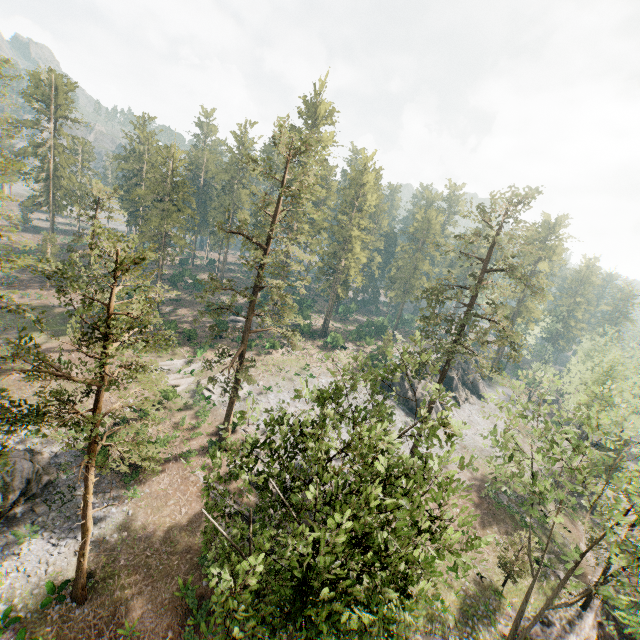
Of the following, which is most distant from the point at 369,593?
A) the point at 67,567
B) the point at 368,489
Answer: the point at 67,567

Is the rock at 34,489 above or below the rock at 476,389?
below

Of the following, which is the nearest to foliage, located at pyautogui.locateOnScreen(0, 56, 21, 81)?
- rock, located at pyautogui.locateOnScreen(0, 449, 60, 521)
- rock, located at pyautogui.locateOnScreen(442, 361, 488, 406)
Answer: rock, located at pyautogui.locateOnScreen(442, 361, 488, 406)

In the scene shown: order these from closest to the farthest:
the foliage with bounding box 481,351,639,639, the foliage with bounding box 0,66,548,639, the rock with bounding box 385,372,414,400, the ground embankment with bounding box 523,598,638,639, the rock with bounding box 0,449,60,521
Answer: the foliage with bounding box 0,66,548,639
the foliage with bounding box 481,351,639,639
the rock with bounding box 0,449,60,521
the ground embankment with bounding box 523,598,638,639
the rock with bounding box 385,372,414,400

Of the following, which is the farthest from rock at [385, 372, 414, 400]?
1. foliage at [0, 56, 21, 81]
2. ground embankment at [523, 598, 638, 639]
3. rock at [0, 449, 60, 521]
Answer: rock at [0, 449, 60, 521]

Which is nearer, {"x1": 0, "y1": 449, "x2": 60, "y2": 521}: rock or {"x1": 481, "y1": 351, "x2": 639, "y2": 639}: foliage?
{"x1": 481, "y1": 351, "x2": 639, "y2": 639}: foliage

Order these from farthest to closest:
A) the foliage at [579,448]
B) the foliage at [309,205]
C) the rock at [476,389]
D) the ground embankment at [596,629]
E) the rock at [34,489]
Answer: the rock at [476,389]
the ground embankment at [596,629]
the rock at [34,489]
the foliage at [579,448]
the foliage at [309,205]

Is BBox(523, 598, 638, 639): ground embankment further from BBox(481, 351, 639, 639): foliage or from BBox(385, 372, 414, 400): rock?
BBox(385, 372, 414, 400): rock
